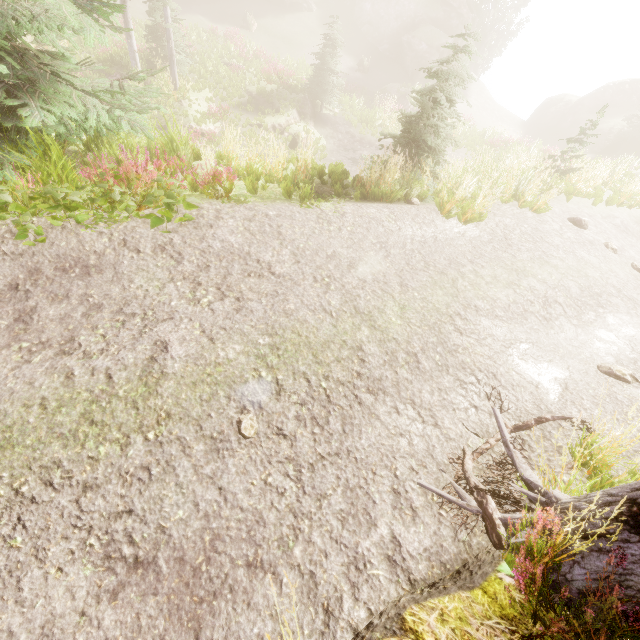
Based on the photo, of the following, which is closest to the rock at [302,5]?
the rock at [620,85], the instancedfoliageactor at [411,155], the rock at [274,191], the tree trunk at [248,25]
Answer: the instancedfoliageactor at [411,155]

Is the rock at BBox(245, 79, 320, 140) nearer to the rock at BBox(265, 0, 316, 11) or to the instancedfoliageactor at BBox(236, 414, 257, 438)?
the instancedfoliageactor at BBox(236, 414, 257, 438)

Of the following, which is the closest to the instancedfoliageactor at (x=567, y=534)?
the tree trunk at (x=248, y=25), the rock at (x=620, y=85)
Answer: the rock at (x=620, y=85)

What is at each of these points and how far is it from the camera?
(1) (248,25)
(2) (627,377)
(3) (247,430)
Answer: (1) tree trunk, 28.89m
(2) instancedfoliageactor, 5.02m
(3) instancedfoliageactor, 3.46m

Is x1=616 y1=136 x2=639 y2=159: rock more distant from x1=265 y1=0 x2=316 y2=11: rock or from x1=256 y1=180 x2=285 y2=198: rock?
x1=256 y1=180 x2=285 y2=198: rock

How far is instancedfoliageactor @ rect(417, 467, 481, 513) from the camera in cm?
320

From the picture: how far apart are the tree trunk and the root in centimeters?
3762cm
